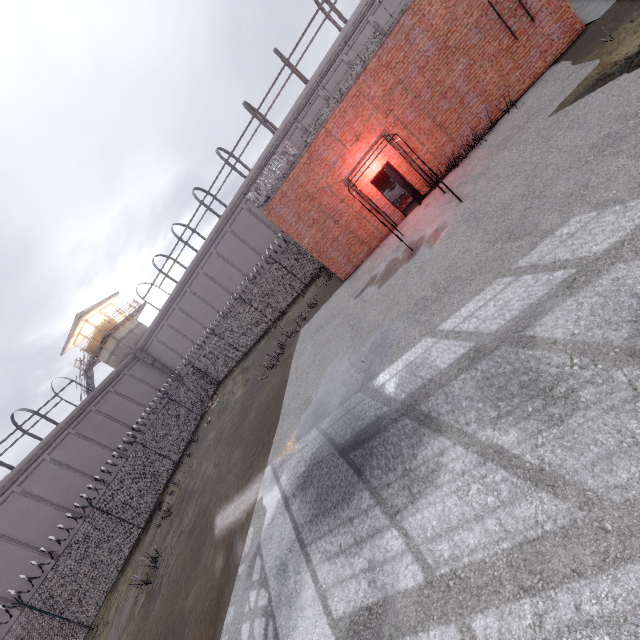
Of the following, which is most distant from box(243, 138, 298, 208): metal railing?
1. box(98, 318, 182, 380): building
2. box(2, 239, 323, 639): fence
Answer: box(98, 318, 182, 380): building

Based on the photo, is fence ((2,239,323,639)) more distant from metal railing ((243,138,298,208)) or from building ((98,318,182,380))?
building ((98,318,182,380))

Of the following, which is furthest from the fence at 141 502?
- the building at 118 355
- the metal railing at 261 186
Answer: the building at 118 355

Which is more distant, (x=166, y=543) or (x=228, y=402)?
(x=228, y=402)

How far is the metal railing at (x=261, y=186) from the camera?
13.2m

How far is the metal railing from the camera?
13.2m
